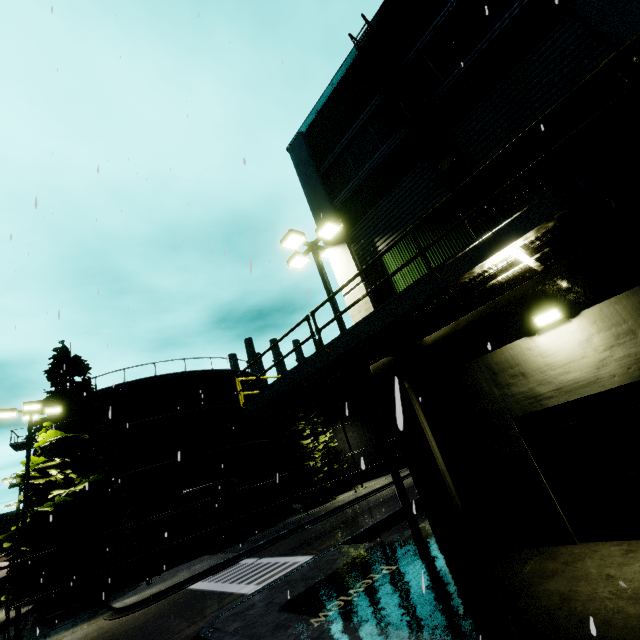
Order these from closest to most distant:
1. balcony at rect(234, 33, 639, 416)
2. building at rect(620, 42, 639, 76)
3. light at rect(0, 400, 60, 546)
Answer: balcony at rect(234, 33, 639, 416) → building at rect(620, 42, 639, 76) → light at rect(0, 400, 60, 546)

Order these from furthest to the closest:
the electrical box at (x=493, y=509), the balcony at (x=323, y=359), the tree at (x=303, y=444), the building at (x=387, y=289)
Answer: the tree at (x=303, y=444), the building at (x=387, y=289), the electrical box at (x=493, y=509), the balcony at (x=323, y=359)

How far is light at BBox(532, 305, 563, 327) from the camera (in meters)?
6.48

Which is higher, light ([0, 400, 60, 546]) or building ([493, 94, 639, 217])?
light ([0, 400, 60, 546])

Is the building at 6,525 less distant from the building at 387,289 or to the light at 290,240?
the building at 387,289

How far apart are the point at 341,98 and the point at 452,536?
14.1m

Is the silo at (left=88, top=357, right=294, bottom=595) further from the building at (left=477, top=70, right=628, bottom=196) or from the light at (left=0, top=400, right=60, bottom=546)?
the light at (left=0, top=400, right=60, bottom=546)

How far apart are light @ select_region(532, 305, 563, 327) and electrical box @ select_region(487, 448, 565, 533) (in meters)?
2.60
